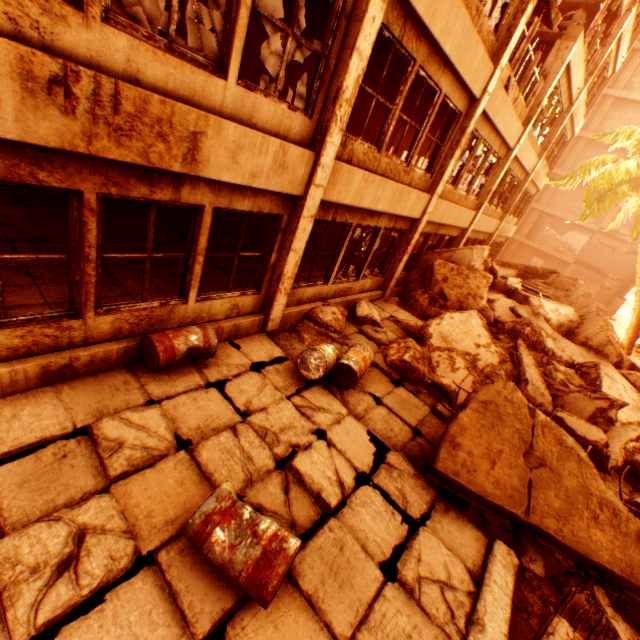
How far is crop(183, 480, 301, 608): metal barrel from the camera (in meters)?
2.56

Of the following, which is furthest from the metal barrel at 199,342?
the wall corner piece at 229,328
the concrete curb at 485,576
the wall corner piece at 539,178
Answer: the wall corner piece at 539,178

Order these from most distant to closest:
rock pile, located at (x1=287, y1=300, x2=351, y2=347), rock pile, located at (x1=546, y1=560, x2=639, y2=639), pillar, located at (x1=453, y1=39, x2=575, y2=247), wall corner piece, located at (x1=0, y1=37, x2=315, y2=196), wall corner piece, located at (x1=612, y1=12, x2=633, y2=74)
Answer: wall corner piece, located at (x1=612, y1=12, x2=633, y2=74) → pillar, located at (x1=453, y1=39, x2=575, y2=247) → rock pile, located at (x1=287, y1=300, x2=351, y2=347) → rock pile, located at (x1=546, y1=560, x2=639, y2=639) → wall corner piece, located at (x1=0, y1=37, x2=315, y2=196)

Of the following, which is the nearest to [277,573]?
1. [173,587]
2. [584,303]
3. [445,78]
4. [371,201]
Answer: [173,587]

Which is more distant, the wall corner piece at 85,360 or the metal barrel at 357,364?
the metal barrel at 357,364

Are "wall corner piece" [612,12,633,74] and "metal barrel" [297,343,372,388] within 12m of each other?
no

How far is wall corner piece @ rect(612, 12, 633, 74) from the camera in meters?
13.6 m

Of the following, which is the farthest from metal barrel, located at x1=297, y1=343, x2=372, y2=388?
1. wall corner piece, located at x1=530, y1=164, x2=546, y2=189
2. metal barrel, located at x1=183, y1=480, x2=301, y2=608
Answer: wall corner piece, located at x1=530, y1=164, x2=546, y2=189
